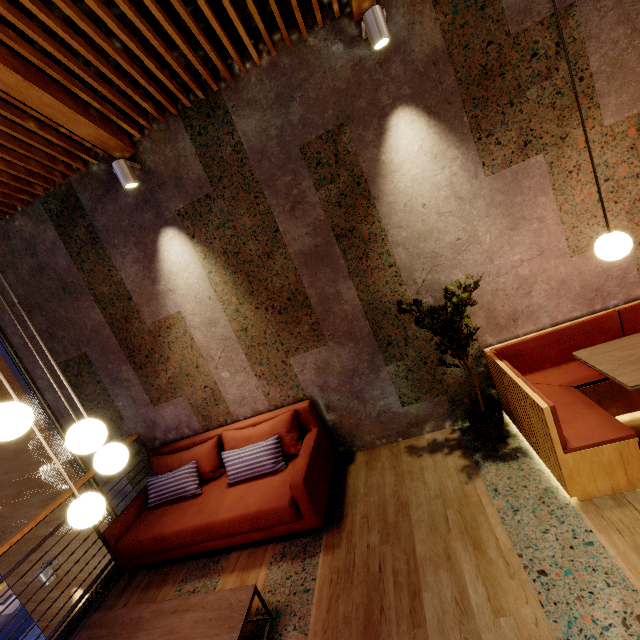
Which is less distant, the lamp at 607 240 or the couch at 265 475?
the lamp at 607 240

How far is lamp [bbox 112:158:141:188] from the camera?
3.19m

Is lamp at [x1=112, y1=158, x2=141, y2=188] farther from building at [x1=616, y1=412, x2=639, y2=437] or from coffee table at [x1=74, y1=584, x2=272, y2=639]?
coffee table at [x1=74, y1=584, x2=272, y2=639]

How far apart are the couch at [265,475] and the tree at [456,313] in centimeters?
160cm

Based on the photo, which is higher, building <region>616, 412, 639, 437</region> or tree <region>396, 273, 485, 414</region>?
tree <region>396, 273, 485, 414</region>

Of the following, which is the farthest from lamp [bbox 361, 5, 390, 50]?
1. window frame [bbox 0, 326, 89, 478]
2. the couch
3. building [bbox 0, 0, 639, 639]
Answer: window frame [bbox 0, 326, 89, 478]

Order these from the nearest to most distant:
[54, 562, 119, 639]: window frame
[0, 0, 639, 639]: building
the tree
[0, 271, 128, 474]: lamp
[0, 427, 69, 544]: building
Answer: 1. [0, 271, 128, 474]: lamp
2. [0, 0, 639, 639]: building
3. the tree
4. [54, 562, 119, 639]: window frame
5. [0, 427, 69, 544]: building

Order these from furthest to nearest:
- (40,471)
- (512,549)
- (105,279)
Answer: (40,471) → (105,279) → (512,549)
